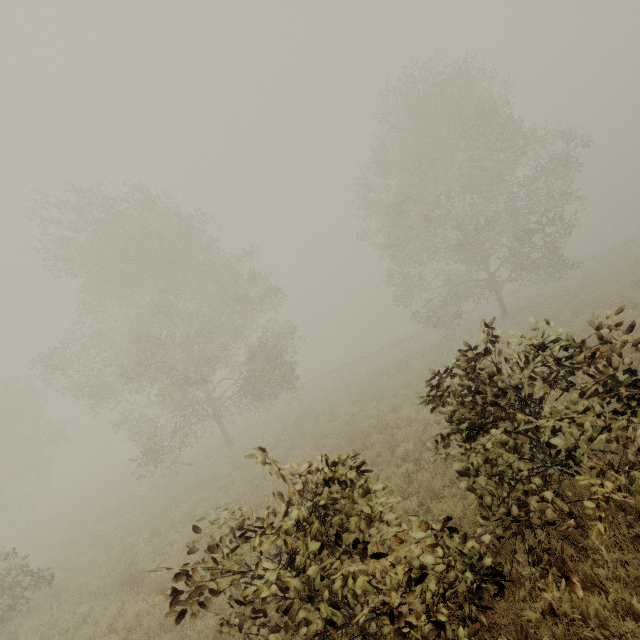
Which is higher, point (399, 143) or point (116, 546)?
point (399, 143)

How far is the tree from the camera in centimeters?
1653cm

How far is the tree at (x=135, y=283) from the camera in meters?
16.5 m
